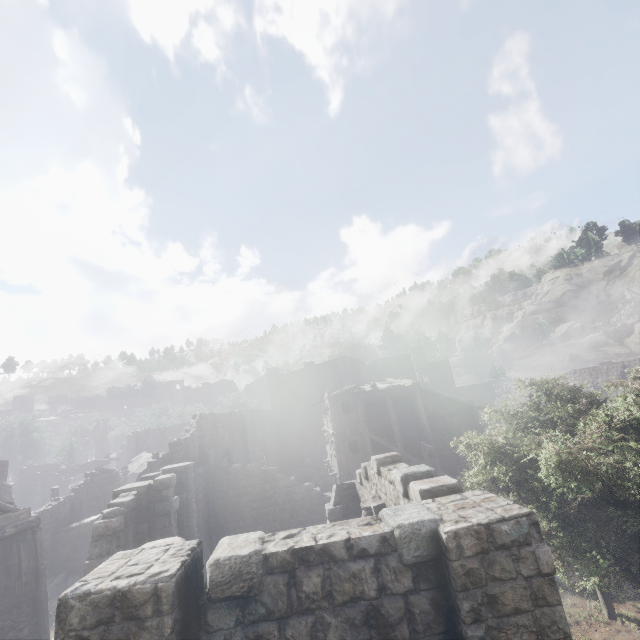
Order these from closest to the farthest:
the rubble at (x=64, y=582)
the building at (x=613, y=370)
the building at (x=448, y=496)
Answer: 1. the building at (x=448, y=496)
2. the rubble at (x=64, y=582)
3. the building at (x=613, y=370)

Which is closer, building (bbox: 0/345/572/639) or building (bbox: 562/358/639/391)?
building (bbox: 0/345/572/639)

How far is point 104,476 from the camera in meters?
25.5

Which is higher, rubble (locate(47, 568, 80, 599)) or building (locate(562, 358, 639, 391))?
building (locate(562, 358, 639, 391))

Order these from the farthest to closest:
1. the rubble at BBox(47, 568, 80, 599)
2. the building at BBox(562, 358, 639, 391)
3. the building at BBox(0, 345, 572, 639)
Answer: the building at BBox(562, 358, 639, 391) < the rubble at BBox(47, 568, 80, 599) < the building at BBox(0, 345, 572, 639)

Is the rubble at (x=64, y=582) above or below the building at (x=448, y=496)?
below

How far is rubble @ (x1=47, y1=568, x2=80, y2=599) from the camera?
18.4m
